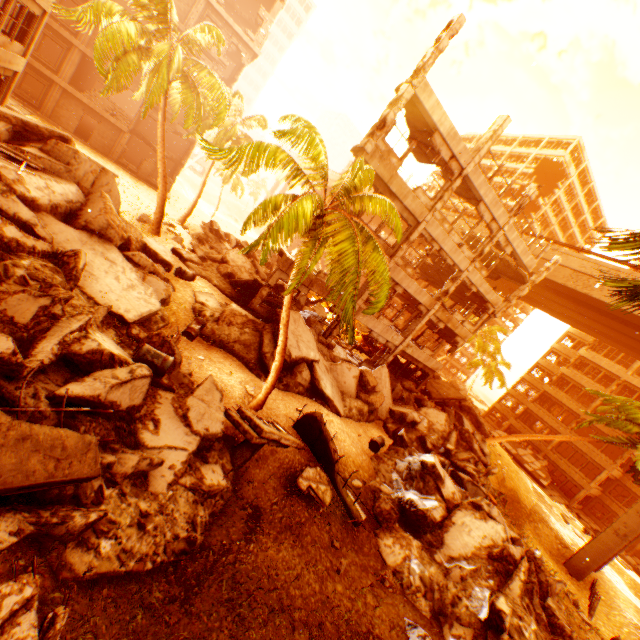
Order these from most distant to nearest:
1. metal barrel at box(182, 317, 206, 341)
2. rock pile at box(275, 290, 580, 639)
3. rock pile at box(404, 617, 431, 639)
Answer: metal barrel at box(182, 317, 206, 341)
rock pile at box(275, 290, 580, 639)
rock pile at box(404, 617, 431, 639)

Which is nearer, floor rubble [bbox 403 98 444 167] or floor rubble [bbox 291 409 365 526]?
floor rubble [bbox 291 409 365 526]

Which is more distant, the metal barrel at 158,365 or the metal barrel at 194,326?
the metal barrel at 194,326

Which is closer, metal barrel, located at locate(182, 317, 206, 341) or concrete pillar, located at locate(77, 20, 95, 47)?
metal barrel, located at locate(182, 317, 206, 341)

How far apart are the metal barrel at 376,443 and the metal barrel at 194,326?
8.5 meters

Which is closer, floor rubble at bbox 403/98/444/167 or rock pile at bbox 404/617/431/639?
rock pile at bbox 404/617/431/639

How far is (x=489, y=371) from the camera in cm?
3931

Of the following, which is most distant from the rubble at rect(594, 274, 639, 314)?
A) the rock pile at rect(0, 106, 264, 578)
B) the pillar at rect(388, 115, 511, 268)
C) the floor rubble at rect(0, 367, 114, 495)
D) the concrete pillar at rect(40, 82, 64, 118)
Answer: the concrete pillar at rect(40, 82, 64, 118)
